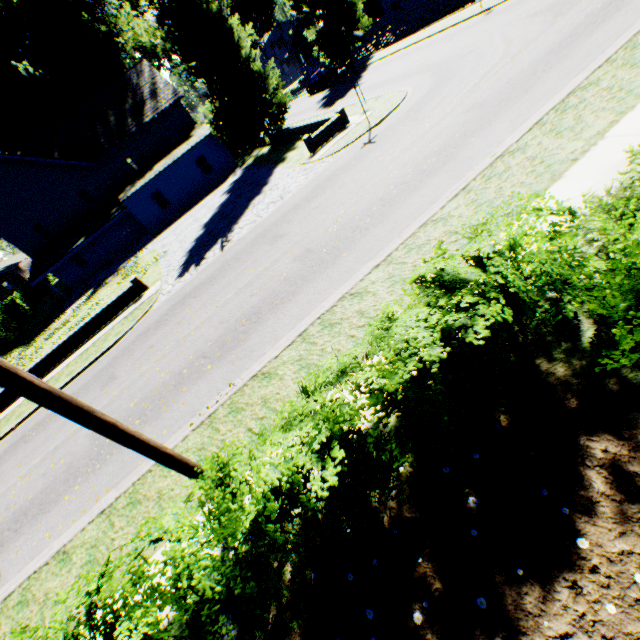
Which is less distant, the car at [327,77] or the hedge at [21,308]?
the hedge at [21,308]

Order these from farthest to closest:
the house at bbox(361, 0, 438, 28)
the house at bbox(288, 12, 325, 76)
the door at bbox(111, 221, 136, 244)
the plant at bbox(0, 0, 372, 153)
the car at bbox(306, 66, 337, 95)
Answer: the house at bbox(288, 12, 325, 76) < the car at bbox(306, 66, 337, 95) < the door at bbox(111, 221, 136, 244) < the house at bbox(361, 0, 438, 28) < the plant at bbox(0, 0, 372, 153)

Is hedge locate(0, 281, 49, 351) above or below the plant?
below

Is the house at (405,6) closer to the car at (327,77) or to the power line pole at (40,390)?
the car at (327,77)

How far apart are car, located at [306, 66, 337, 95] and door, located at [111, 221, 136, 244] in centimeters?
2554cm

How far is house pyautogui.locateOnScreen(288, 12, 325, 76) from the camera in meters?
47.3

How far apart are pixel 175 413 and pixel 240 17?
67.5 meters

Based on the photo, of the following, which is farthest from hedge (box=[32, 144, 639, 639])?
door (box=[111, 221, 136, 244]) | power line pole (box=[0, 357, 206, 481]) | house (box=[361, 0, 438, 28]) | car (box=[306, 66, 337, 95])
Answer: house (box=[361, 0, 438, 28])
